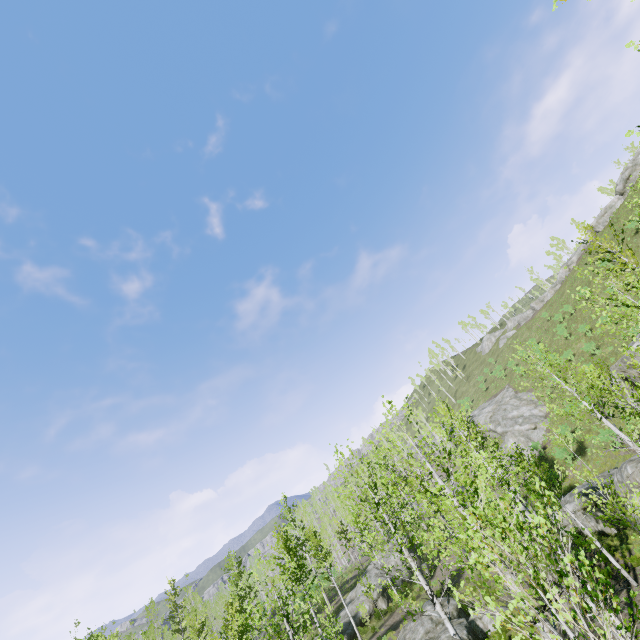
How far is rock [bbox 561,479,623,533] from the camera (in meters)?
19.44

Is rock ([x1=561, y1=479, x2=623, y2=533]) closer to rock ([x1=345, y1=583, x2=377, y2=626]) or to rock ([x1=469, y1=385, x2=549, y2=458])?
rock ([x1=469, y1=385, x2=549, y2=458])

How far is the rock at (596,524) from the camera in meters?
19.4 m

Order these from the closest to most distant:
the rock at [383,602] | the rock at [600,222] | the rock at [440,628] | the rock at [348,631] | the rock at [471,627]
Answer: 1. the rock at [471,627]
2. the rock at [440,628]
3. the rock at [348,631]
4. the rock at [383,602]
5. the rock at [600,222]

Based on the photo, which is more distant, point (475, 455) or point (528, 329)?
point (528, 329)

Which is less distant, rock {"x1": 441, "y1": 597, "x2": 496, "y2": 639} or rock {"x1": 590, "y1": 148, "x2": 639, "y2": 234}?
rock {"x1": 441, "y1": 597, "x2": 496, "y2": 639}

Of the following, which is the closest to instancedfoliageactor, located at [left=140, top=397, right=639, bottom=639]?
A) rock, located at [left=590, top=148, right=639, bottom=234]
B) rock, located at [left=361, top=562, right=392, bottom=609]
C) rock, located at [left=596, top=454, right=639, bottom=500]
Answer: rock, located at [left=361, top=562, right=392, bottom=609]

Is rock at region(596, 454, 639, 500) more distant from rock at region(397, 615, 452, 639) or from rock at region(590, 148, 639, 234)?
rock at region(590, 148, 639, 234)
